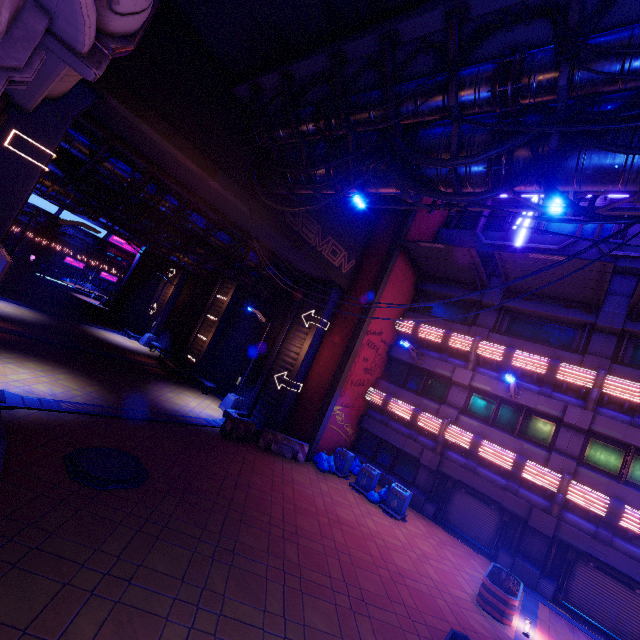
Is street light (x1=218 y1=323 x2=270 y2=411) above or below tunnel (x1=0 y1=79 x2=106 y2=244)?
below

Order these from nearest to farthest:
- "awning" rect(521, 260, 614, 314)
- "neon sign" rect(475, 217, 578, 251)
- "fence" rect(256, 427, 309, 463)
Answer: "awning" rect(521, 260, 614, 314)
"fence" rect(256, 427, 309, 463)
"neon sign" rect(475, 217, 578, 251)

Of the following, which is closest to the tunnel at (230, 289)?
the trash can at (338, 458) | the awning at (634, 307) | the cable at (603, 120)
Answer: the cable at (603, 120)

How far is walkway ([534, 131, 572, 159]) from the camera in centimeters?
620cm

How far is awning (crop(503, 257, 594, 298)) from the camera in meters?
12.6

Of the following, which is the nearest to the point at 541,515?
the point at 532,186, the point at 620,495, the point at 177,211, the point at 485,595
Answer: the point at 620,495

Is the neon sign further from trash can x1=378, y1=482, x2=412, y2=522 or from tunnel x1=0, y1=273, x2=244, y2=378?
tunnel x1=0, y1=273, x2=244, y2=378

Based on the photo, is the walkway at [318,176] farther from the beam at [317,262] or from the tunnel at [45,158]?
the tunnel at [45,158]
